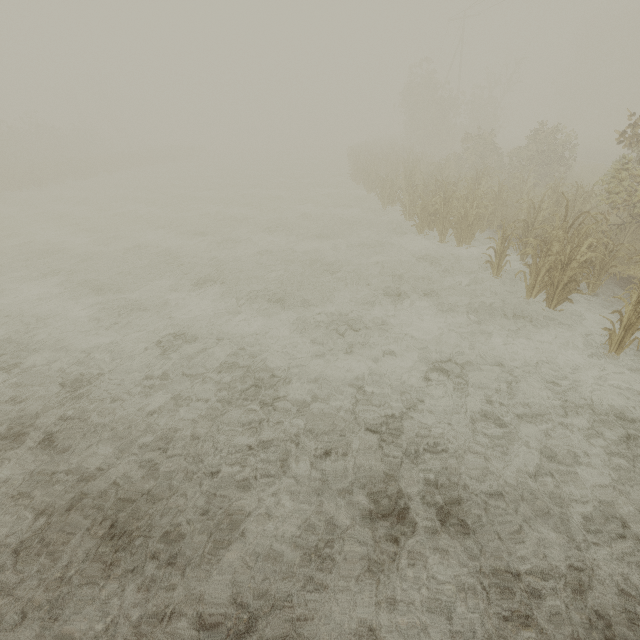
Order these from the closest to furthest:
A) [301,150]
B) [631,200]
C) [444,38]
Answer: [631,200] < [444,38] < [301,150]
